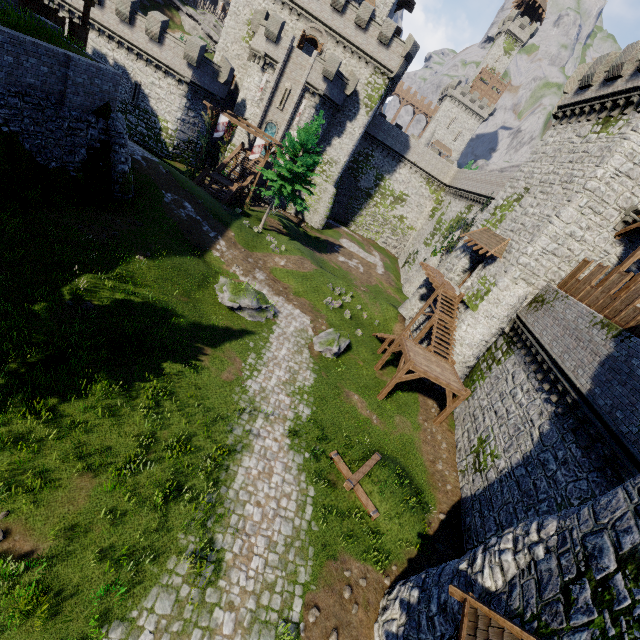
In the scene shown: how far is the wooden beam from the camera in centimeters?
1255cm

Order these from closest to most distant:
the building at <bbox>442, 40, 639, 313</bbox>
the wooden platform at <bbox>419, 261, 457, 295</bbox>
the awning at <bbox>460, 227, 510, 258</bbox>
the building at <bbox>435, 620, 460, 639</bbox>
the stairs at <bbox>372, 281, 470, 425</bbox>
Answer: the building at <bbox>435, 620, 460, 639</bbox>
the building at <bbox>442, 40, 639, 313</bbox>
the stairs at <bbox>372, 281, 470, 425</bbox>
the awning at <bbox>460, 227, 510, 258</bbox>
the wooden platform at <bbox>419, 261, 457, 295</bbox>

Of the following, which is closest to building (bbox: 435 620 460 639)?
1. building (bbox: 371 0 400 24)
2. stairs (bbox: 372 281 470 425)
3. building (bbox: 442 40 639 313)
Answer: stairs (bbox: 372 281 470 425)

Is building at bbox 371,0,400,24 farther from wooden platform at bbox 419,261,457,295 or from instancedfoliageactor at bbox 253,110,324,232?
wooden platform at bbox 419,261,457,295

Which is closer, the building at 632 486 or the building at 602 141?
the building at 632 486

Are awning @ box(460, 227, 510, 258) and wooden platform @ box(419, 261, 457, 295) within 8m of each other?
yes

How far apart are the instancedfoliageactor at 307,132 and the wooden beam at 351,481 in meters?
23.3 m

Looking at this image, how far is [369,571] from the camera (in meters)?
10.91
